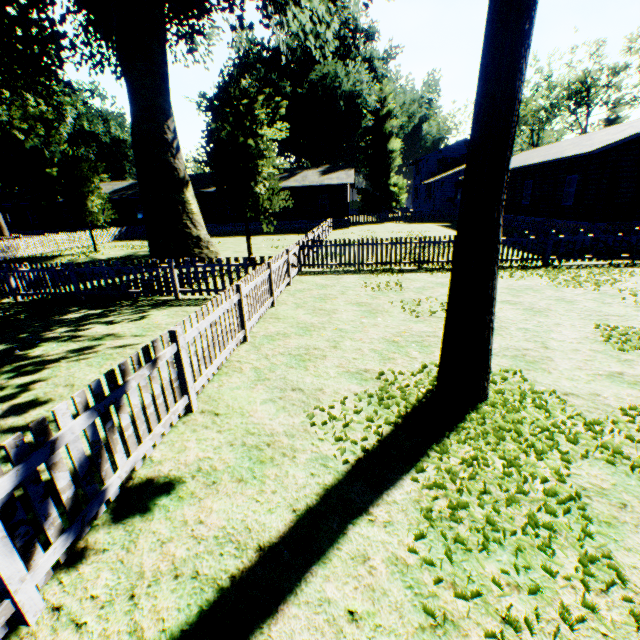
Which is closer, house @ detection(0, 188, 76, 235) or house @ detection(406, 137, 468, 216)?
house @ detection(406, 137, 468, 216)

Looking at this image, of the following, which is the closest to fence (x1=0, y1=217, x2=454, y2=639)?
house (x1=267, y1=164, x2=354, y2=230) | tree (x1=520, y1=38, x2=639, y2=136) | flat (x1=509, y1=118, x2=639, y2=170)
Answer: house (x1=267, y1=164, x2=354, y2=230)

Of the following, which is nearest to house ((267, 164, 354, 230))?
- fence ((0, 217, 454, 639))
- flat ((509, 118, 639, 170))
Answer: fence ((0, 217, 454, 639))

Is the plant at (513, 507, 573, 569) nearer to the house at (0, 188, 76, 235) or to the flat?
the house at (0, 188, 76, 235)

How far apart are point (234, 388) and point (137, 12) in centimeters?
1711cm

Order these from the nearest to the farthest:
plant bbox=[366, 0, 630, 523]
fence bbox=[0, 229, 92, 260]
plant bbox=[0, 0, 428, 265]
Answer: plant bbox=[366, 0, 630, 523] < plant bbox=[0, 0, 428, 265] < fence bbox=[0, 229, 92, 260]

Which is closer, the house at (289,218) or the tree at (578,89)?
the house at (289,218)

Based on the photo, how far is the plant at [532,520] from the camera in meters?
2.5
